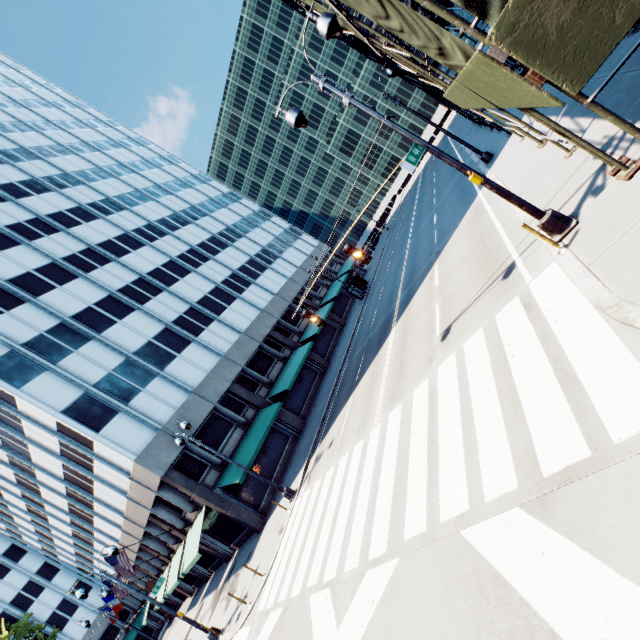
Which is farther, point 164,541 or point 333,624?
point 164,541

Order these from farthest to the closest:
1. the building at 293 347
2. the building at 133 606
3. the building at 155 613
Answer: the building at 133 606 → the building at 155 613 → the building at 293 347

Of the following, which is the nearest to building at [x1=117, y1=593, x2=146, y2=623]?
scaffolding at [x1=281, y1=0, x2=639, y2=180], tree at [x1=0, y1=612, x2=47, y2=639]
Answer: tree at [x1=0, y1=612, x2=47, y2=639]

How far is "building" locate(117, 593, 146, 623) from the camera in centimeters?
4366cm

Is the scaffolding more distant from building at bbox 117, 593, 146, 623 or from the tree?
the tree

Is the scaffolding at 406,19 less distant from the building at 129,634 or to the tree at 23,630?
the building at 129,634

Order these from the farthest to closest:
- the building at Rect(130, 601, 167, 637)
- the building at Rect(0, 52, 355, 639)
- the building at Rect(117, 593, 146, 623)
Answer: the building at Rect(117, 593, 146, 623), the building at Rect(130, 601, 167, 637), the building at Rect(0, 52, 355, 639)
